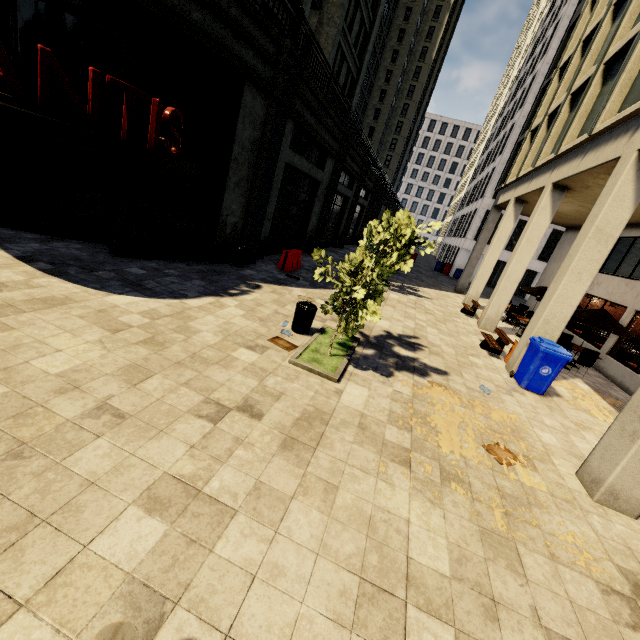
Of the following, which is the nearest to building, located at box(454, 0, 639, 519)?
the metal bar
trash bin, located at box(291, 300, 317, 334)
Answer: trash bin, located at box(291, 300, 317, 334)

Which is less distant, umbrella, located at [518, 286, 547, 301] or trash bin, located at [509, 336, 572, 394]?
trash bin, located at [509, 336, 572, 394]

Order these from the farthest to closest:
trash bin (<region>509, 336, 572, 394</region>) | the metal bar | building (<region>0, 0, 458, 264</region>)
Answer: trash bin (<region>509, 336, 572, 394</region>) → building (<region>0, 0, 458, 264</region>) → the metal bar

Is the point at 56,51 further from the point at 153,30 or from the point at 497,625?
the point at 497,625

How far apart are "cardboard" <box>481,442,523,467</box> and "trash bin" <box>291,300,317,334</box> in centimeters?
407cm

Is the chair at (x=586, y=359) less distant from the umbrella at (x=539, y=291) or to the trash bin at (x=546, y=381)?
the trash bin at (x=546, y=381)

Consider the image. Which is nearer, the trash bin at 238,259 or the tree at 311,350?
the tree at 311,350

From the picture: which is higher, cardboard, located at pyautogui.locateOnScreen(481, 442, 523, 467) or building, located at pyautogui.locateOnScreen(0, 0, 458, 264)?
building, located at pyautogui.locateOnScreen(0, 0, 458, 264)
